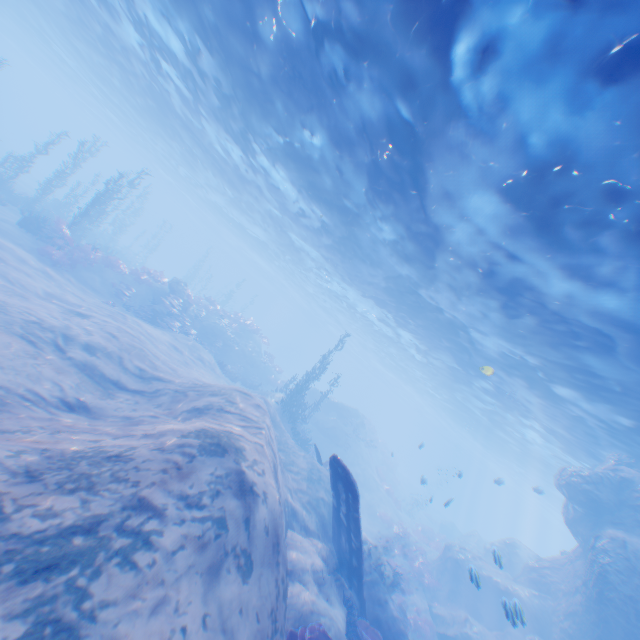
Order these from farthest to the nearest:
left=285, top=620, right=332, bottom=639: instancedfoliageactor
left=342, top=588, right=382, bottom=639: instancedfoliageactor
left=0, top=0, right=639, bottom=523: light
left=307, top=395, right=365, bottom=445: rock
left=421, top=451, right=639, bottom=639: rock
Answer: left=307, top=395, right=365, bottom=445: rock
left=421, top=451, right=639, bottom=639: rock
left=342, top=588, right=382, bottom=639: instancedfoliageactor
left=285, top=620, right=332, bottom=639: instancedfoliageactor
left=0, top=0, right=639, bottom=523: light

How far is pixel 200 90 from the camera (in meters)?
17.25

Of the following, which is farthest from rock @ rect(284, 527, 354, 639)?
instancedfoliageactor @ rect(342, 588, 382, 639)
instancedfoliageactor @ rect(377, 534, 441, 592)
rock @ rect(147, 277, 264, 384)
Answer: rock @ rect(147, 277, 264, 384)

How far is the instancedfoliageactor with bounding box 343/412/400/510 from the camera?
30.6 meters

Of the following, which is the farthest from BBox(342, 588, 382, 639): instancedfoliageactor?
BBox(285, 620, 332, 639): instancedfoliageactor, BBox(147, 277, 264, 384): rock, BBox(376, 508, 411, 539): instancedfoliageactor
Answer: BBox(147, 277, 264, 384): rock

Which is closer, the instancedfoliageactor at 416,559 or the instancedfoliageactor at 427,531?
the instancedfoliageactor at 416,559

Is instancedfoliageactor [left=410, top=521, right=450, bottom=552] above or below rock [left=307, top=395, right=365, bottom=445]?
below

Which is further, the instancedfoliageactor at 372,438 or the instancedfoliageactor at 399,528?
the instancedfoliageactor at 372,438
